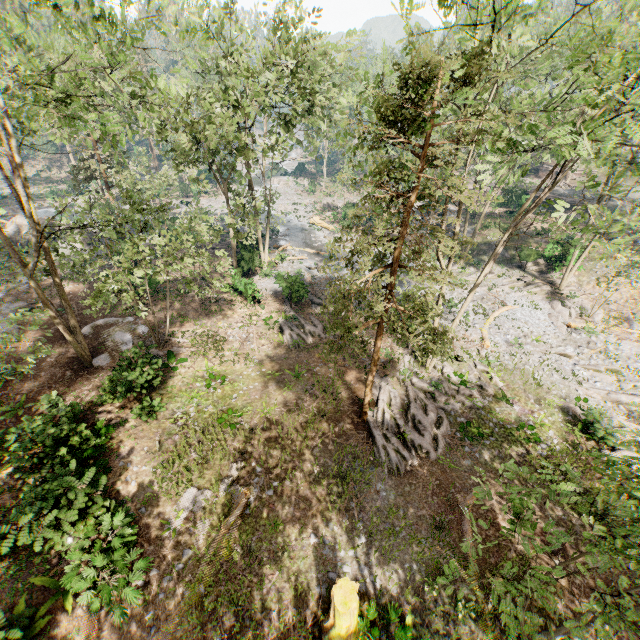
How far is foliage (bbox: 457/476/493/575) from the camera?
7.01m

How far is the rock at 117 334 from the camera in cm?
1944

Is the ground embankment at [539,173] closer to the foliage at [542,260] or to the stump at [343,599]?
the foliage at [542,260]

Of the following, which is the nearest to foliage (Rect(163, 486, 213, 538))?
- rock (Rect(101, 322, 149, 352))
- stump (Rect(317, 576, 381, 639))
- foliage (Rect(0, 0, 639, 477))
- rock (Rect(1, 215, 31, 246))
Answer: stump (Rect(317, 576, 381, 639))

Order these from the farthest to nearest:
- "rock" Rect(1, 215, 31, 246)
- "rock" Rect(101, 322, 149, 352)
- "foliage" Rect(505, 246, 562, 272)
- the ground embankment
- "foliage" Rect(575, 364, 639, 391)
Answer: the ground embankment < "rock" Rect(1, 215, 31, 246) < "foliage" Rect(505, 246, 562, 272) < "rock" Rect(101, 322, 149, 352) < "foliage" Rect(575, 364, 639, 391)

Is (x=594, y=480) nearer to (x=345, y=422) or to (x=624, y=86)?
(x=345, y=422)
